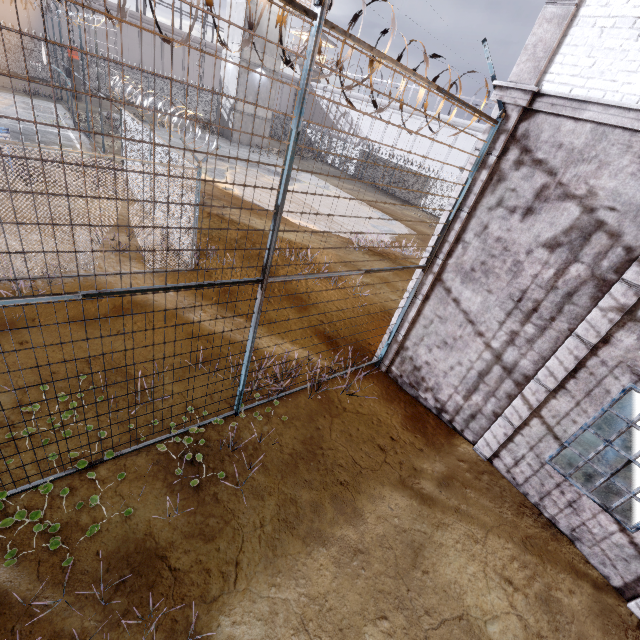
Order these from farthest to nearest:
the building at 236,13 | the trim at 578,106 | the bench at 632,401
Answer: the building at 236,13, the bench at 632,401, the trim at 578,106

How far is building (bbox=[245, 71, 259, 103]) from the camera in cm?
2990

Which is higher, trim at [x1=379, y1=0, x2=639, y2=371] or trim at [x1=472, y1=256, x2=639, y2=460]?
trim at [x1=379, y1=0, x2=639, y2=371]

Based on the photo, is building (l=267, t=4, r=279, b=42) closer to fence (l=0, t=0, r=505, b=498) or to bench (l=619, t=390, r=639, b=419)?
fence (l=0, t=0, r=505, b=498)

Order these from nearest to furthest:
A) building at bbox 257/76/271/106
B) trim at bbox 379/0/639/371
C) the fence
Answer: the fence
trim at bbox 379/0/639/371
building at bbox 257/76/271/106

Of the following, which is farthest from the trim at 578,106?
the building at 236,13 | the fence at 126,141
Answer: the building at 236,13

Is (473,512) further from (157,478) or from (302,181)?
(302,181)
